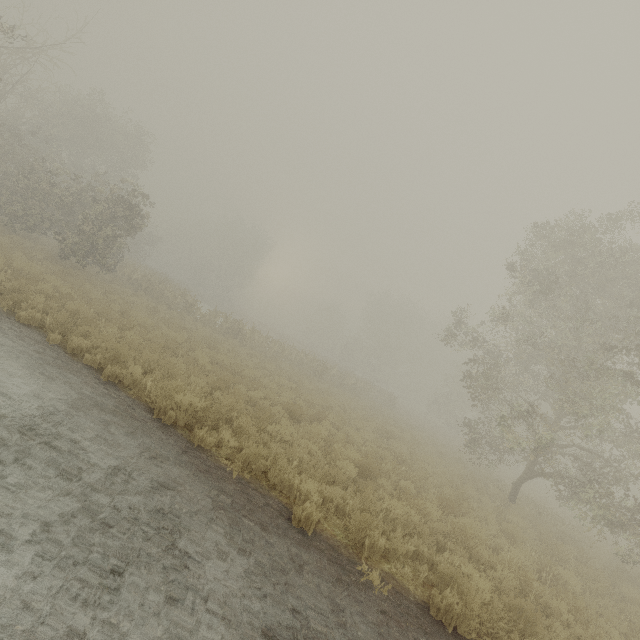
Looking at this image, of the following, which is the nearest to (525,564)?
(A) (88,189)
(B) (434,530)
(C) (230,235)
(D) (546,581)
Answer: (D) (546,581)
